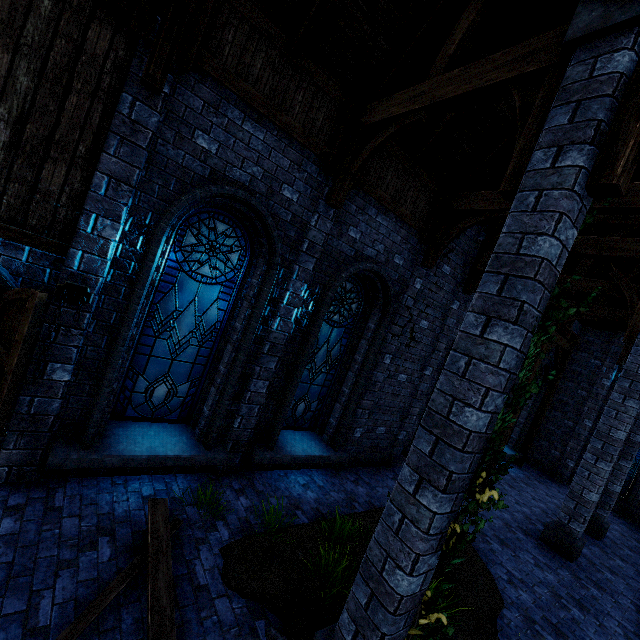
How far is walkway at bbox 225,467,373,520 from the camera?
5.65m

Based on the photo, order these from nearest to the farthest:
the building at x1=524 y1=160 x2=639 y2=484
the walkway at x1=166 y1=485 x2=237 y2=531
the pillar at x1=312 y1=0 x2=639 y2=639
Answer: the pillar at x1=312 y1=0 x2=639 y2=639
the walkway at x1=166 y1=485 x2=237 y2=531
the building at x1=524 y1=160 x2=639 y2=484

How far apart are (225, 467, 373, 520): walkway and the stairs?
0.0m

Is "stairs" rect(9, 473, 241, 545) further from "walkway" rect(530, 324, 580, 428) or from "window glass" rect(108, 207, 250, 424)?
"walkway" rect(530, 324, 580, 428)

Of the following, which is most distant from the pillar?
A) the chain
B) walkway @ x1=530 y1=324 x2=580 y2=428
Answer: walkway @ x1=530 y1=324 x2=580 y2=428

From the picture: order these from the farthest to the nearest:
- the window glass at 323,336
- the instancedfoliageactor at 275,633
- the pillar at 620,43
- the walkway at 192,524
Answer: the window glass at 323,336
the walkway at 192,524
the instancedfoliageactor at 275,633
the pillar at 620,43

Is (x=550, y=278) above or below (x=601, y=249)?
below

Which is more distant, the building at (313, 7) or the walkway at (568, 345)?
the walkway at (568, 345)
